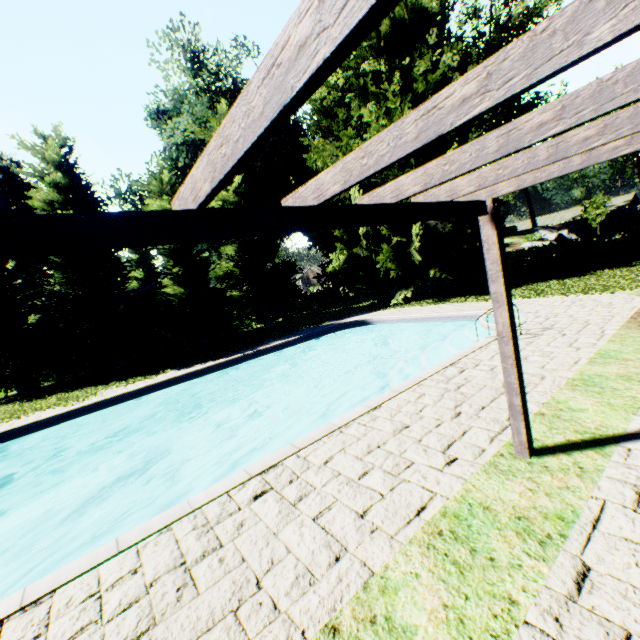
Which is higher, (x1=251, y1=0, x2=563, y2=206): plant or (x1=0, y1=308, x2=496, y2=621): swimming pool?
(x1=251, y1=0, x2=563, y2=206): plant

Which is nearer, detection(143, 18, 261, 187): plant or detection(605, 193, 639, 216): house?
detection(143, 18, 261, 187): plant

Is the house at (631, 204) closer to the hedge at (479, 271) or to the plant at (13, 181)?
the plant at (13, 181)

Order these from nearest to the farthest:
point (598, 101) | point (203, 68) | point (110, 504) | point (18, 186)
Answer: point (598, 101) → point (110, 504) → point (203, 68) → point (18, 186)

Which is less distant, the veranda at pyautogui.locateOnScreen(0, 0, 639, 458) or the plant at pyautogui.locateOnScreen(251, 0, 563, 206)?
the veranda at pyautogui.locateOnScreen(0, 0, 639, 458)

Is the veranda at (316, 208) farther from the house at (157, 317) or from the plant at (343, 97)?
the house at (157, 317)

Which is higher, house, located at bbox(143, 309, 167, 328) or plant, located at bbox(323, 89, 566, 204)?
plant, located at bbox(323, 89, 566, 204)

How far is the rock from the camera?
35.8m
